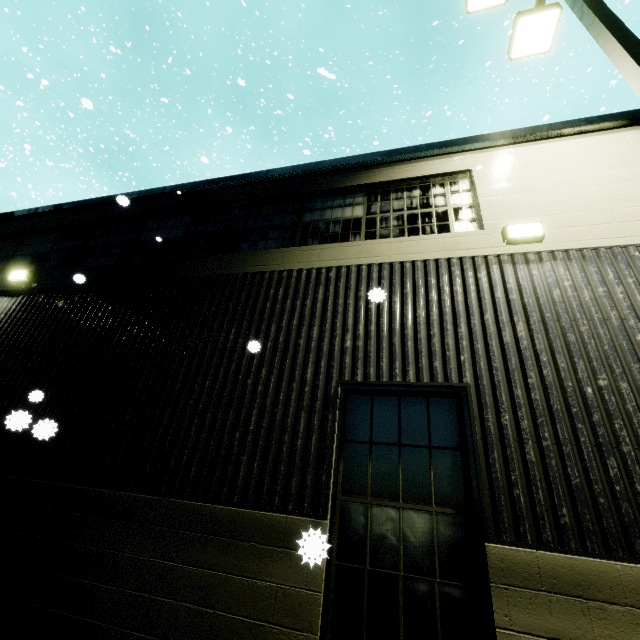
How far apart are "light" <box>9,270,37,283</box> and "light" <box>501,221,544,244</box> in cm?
938

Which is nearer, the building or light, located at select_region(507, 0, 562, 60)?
the building

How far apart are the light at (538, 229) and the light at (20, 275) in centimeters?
938cm

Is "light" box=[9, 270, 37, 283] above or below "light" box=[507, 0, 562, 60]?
below

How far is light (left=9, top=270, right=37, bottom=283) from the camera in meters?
7.0 m

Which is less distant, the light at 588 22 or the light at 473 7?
the light at 588 22

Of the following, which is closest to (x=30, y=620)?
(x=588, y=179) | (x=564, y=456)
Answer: (x=564, y=456)

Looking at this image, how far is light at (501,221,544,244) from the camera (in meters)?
4.41
